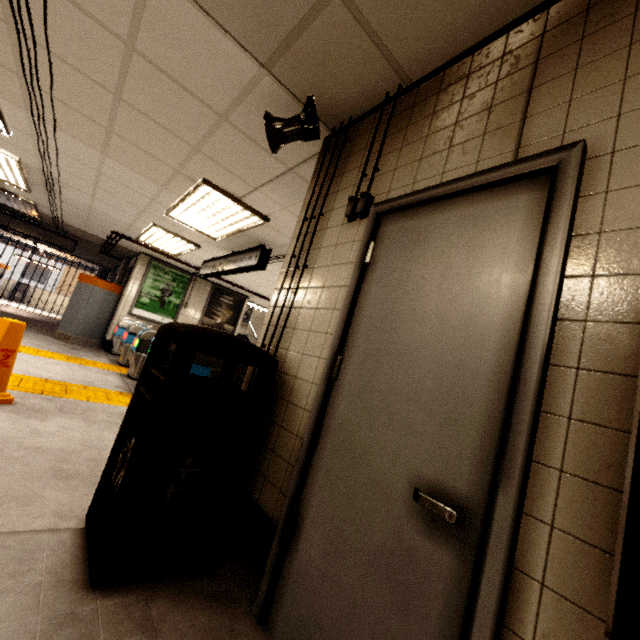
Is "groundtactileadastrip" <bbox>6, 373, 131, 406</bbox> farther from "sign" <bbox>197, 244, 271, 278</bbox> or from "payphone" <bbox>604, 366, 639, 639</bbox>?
"sign" <bbox>197, 244, 271, 278</bbox>

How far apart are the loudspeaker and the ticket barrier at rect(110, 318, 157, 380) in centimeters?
606cm

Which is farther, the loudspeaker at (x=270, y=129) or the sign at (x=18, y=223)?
the sign at (x=18, y=223)

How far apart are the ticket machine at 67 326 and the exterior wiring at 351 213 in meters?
9.1

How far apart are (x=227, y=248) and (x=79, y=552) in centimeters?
564cm

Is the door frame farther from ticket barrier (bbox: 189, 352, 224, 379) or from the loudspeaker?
ticket barrier (bbox: 189, 352, 224, 379)

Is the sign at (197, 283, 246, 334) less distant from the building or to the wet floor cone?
the building

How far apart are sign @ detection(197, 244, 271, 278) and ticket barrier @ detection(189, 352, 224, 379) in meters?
1.4
